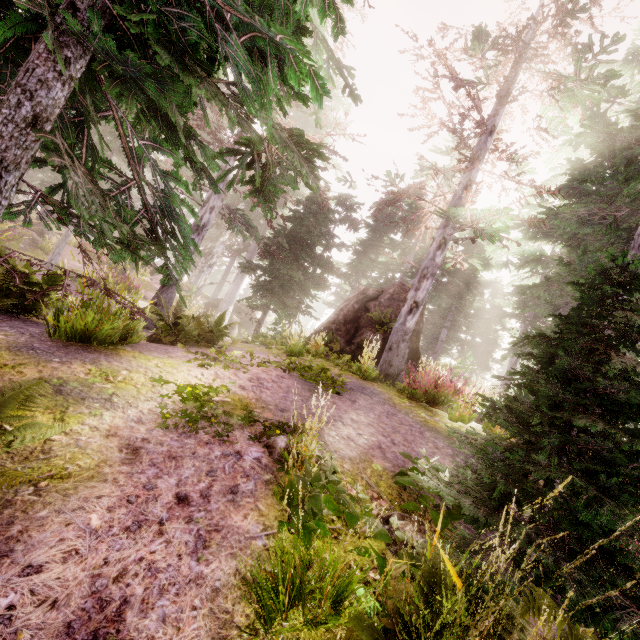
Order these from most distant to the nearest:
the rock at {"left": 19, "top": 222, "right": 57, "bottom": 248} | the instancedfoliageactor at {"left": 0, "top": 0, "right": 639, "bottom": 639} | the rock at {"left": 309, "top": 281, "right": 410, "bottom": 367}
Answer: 1. the rock at {"left": 19, "top": 222, "right": 57, "bottom": 248}
2. the rock at {"left": 309, "top": 281, "right": 410, "bottom": 367}
3. the instancedfoliageactor at {"left": 0, "top": 0, "right": 639, "bottom": 639}

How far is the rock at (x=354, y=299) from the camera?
13.47m

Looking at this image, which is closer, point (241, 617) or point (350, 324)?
point (241, 617)

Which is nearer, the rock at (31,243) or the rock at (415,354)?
the rock at (415,354)

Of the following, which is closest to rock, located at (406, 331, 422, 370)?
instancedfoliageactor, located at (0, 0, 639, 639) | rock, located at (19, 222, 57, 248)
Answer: instancedfoliageactor, located at (0, 0, 639, 639)

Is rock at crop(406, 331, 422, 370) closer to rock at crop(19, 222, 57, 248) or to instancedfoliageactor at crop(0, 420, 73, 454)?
instancedfoliageactor at crop(0, 420, 73, 454)

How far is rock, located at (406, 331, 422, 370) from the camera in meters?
13.7
